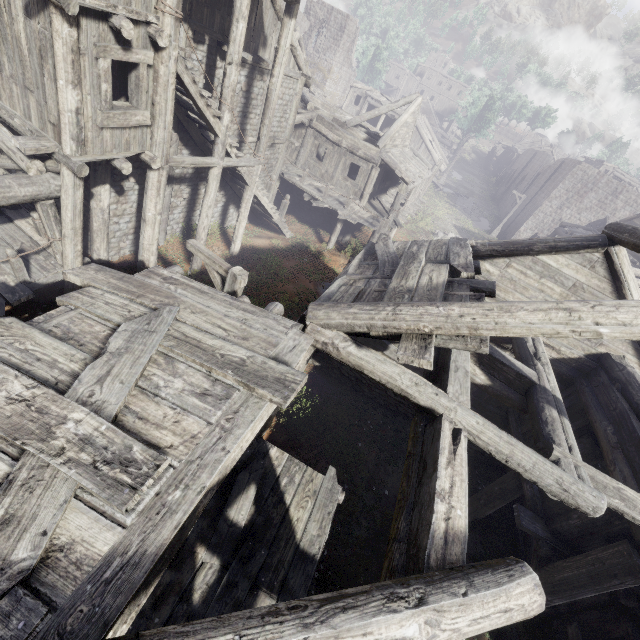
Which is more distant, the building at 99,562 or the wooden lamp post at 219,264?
the wooden lamp post at 219,264

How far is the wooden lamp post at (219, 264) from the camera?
6.6 meters

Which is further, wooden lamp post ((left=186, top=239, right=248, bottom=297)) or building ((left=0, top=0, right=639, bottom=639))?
wooden lamp post ((left=186, top=239, right=248, bottom=297))

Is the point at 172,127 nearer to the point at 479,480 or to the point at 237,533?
the point at 237,533

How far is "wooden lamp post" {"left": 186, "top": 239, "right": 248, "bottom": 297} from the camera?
6.6m
